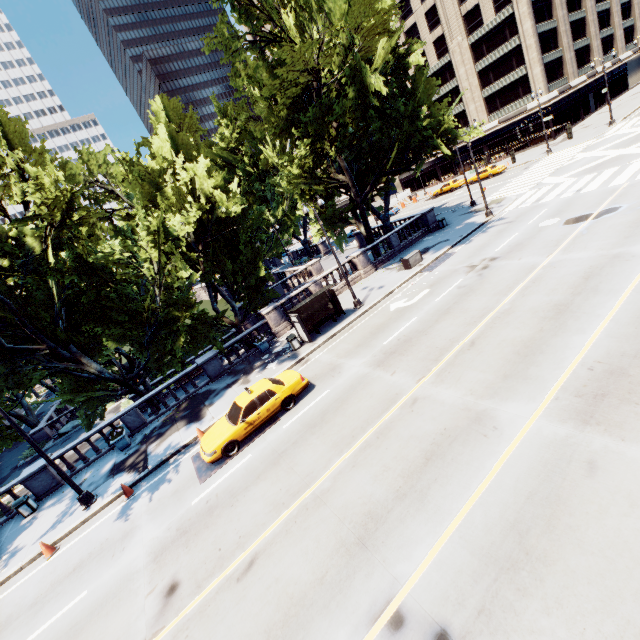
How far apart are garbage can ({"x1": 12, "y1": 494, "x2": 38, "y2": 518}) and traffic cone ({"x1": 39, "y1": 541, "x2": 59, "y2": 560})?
5.0 meters

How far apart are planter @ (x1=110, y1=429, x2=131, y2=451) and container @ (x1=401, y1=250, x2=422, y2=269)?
21.1 meters

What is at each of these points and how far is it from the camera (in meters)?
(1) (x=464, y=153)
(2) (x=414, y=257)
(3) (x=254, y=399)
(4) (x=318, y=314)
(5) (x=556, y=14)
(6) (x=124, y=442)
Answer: (1) building, 58.19
(2) container, 23.88
(3) vehicle, 13.59
(4) bus stop, 20.86
(5) building, 46.28
(6) planter, 18.12

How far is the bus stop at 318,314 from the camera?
19.3 meters

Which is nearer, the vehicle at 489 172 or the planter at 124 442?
the planter at 124 442

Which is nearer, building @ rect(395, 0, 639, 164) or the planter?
the planter

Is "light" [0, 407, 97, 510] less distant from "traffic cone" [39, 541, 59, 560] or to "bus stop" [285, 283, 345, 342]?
"traffic cone" [39, 541, 59, 560]

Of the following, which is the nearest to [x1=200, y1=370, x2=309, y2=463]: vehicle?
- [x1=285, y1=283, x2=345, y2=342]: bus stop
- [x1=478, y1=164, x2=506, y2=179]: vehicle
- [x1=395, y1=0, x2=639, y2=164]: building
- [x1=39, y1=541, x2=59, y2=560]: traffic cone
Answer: [x1=285, y1=283, x2=345, y2=342]: bus stop
